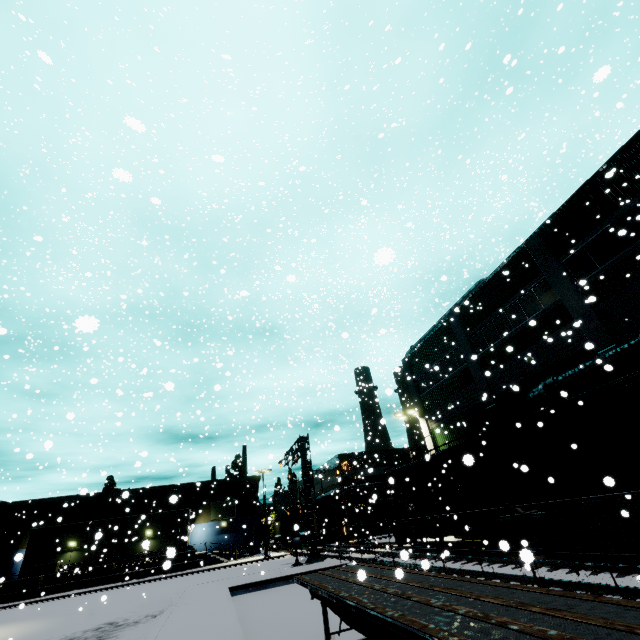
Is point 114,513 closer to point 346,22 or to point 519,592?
point 519,592

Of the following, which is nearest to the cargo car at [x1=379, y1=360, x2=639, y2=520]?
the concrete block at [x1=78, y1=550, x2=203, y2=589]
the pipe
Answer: the pipe

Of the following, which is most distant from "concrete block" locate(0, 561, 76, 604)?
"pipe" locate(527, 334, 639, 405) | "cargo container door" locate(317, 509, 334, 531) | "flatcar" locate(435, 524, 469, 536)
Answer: "pipe" locate(527, 334, 639, 405)

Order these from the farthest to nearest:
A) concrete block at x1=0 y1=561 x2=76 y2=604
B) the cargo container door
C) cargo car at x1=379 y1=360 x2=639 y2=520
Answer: the cargo container door → concrete block at x1=0 y1=561 x2=76 y2=604 → cargo car at x1=379 y1=360 x2=639 y2=520

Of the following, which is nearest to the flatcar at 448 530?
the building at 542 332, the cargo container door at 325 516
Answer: the building at 542 332

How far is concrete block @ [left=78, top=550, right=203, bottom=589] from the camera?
34.1 meters

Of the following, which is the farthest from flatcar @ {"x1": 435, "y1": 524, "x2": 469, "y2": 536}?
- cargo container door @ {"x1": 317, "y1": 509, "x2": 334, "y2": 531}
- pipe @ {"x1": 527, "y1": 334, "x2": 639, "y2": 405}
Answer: cargo container door @ {"x1": 317, "y1": 509, "x2": 334, "y2": 531}

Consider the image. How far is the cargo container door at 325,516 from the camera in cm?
4258
